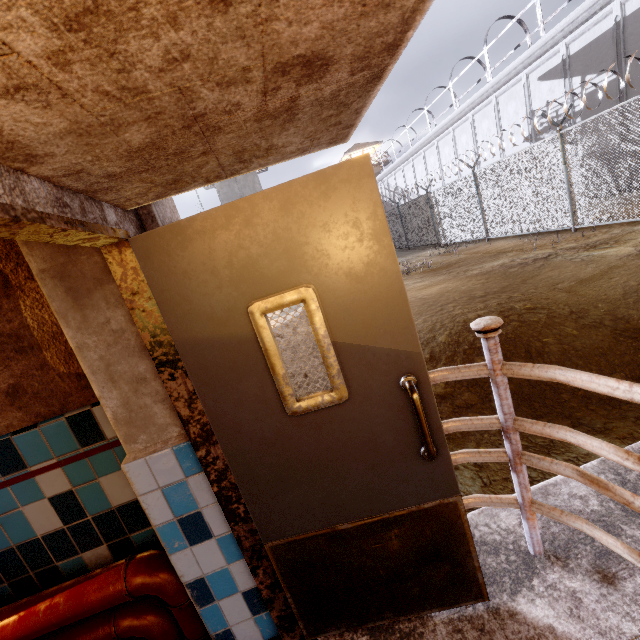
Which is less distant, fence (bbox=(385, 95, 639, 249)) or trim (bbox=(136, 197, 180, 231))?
trim (bbox=(136, 197, 180, 231))

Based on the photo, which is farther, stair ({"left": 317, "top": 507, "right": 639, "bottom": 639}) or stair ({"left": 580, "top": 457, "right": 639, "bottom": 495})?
stair ({"left": 580, "top": 457, "right": 639, "bottom": 495})

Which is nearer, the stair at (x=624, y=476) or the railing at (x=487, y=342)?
the railing at (x=487, y=342)

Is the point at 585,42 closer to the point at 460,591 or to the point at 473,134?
the point at 473,134

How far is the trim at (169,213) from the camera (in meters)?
1.46

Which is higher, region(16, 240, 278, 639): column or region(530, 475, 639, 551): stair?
region(16, 240, 278, 639): column

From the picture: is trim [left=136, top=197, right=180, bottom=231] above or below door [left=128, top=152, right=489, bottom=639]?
above

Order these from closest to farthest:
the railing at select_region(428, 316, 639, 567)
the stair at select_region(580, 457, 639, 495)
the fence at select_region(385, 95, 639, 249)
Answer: the railing at select_region(428, 316, 639, 567) → the stair at select_region(580, 457, 639, 495) → the fence at select_region(385, 95, 639, 249)
